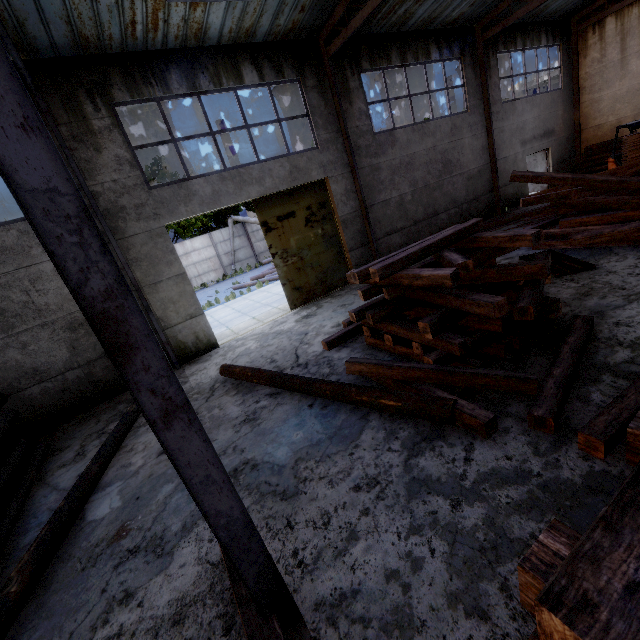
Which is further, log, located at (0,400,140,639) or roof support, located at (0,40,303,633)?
log, located at (0,400,140,639)

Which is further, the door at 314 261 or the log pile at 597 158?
the log pile at 597 158

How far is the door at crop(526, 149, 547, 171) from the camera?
17.8 meters

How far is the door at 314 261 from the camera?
10.6m

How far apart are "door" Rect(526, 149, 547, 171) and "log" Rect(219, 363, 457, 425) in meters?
19.8

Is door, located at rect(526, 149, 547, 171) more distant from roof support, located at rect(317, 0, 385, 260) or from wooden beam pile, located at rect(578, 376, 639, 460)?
wooden beam pile, located at rect(578, 376, 639, 460)

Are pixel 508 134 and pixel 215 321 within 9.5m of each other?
no

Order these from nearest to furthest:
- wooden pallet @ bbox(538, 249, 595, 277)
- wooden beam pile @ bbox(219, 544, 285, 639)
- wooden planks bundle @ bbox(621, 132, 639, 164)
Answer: wooden beam pile @ bbox(219, 544, 285, 639), wooden pallet @ bbox(538, 249, 595, 277), wooden planks bundle @ bbox(621, 132, 639, 164)
